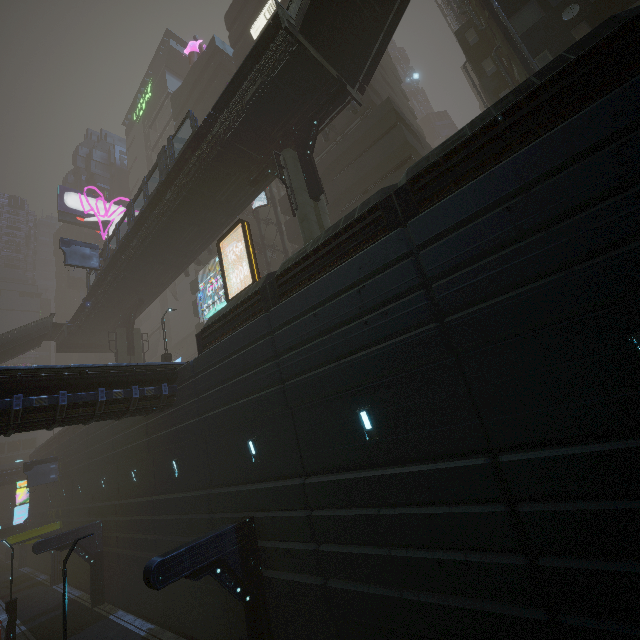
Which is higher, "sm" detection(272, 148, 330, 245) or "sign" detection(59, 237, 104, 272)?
"sign" detection(59, 237, 104, 272)

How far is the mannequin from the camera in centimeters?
4558cm

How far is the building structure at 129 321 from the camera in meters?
31.3

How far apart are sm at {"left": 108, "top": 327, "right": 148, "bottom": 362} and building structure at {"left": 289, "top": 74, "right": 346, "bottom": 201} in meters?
25.7 m

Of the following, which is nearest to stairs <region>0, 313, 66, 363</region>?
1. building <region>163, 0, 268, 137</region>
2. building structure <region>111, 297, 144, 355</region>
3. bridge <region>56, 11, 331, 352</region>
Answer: bridge <region>56, 11, 331, 352</region>

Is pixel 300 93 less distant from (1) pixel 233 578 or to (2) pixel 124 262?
(2) pixel 124 262

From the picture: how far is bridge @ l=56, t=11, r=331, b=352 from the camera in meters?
15.3

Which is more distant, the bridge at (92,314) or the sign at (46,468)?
the sign at (46,468)
